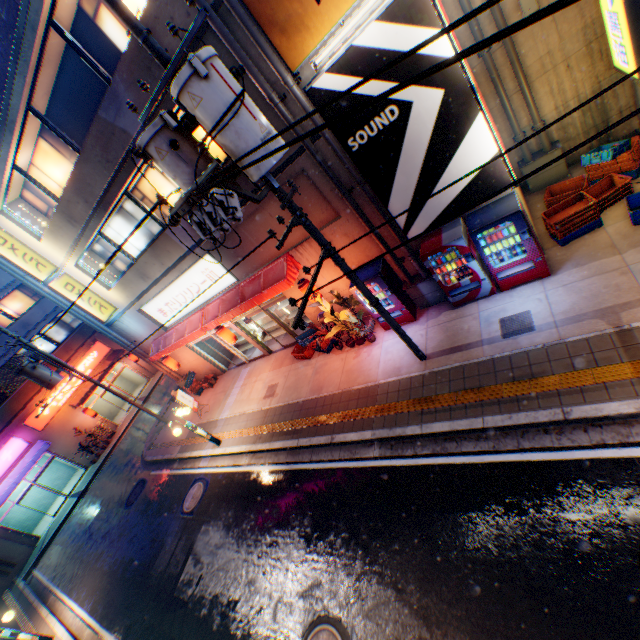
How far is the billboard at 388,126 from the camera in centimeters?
632cm

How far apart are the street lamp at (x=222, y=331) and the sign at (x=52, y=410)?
17.3 meters

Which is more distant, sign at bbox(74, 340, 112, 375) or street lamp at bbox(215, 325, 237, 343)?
sign at bbox(74, 340, 112, 375)

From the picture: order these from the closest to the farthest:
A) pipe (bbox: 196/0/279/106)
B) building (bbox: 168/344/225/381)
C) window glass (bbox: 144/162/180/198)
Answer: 1. pipe (bbox: 196/0/279/106)
2. window glass (bbox: 144/162/180/198)
3. building (bbox: 168/344/225/381)

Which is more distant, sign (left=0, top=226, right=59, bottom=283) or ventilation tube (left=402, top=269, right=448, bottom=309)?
sign (left=0, top=226, right=59, bottom=283)

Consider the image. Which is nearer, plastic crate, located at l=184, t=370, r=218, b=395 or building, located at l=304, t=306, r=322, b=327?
building, located at l=304, t=306, r=322, b=327

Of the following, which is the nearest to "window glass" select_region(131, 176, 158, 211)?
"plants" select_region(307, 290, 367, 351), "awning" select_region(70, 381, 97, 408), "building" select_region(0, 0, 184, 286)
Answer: "building" select_region(0, 0, 184, 286)

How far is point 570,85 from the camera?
8.48m
